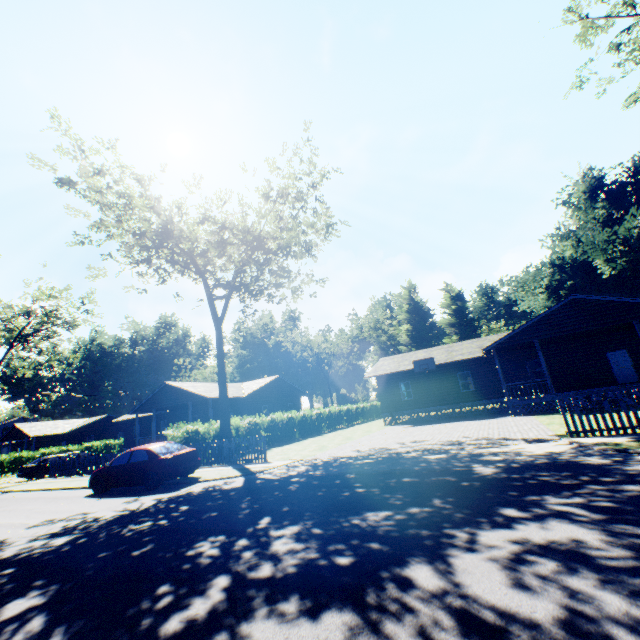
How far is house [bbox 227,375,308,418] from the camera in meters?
32.2 m

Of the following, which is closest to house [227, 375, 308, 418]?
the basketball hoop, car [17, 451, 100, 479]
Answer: car [17, 451, 100, 479]

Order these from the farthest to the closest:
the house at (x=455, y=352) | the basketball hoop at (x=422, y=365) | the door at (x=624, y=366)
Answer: the basketball hoop at (x=422, y=365) < the door at (x=624, y=366) < the house at (x=455, y=352)

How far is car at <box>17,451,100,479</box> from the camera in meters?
25.2 m

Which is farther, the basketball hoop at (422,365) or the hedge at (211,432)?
the basketball hoop at (422,365)

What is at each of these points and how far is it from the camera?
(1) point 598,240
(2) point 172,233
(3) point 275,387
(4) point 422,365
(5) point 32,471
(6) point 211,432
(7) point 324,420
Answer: (1) plant, 30.1m
(2) tree, 22.6m
(3) house, 36.7m
(4) basketball hoop, 26.8m
(5) car, 25.2m
(6) hedge, 20.4m
(7) hedge, 34.3m

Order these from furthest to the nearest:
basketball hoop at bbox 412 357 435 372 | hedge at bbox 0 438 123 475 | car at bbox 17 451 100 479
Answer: hedge at bbox 0 438 123 475 → basketball hoop at bbox 412 357 435 372 → car at bbox 17 451 100 479

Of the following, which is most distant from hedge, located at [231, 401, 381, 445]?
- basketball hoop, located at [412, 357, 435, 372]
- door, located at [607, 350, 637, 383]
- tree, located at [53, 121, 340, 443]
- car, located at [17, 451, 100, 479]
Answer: door, located at [607, 350, 637, 383]
